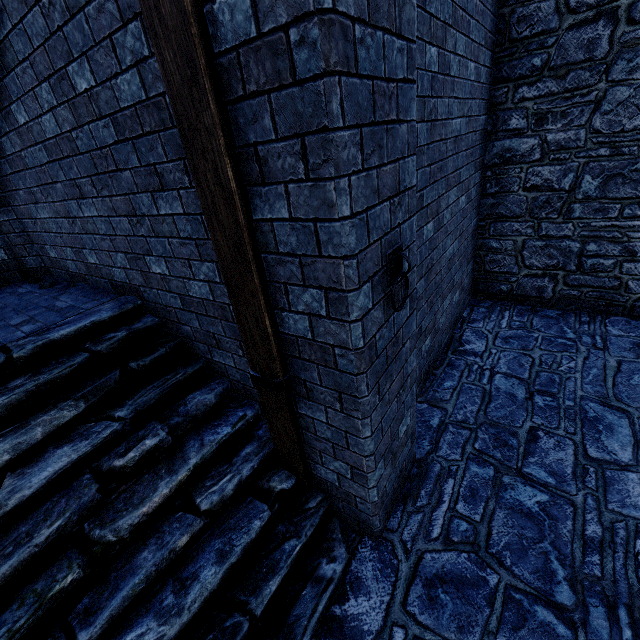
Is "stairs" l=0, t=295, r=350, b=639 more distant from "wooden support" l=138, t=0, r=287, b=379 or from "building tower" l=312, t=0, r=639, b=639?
"wooden support" l=138, t=0, r=287, b=379

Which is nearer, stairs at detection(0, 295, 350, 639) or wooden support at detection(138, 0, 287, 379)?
wooden support at detection(138, 0, 287, 379)

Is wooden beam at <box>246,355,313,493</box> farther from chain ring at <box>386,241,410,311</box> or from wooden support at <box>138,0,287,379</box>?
chain ring at <box>386,241,410,311</box>

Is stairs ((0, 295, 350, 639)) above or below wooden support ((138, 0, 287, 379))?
below

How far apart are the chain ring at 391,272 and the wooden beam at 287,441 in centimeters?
94cm

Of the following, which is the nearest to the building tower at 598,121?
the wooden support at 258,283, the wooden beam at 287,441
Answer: the wooden beam at 287,441

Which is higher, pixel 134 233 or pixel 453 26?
pixel 453 26

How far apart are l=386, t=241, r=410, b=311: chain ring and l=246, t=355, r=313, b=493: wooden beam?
0.94m
